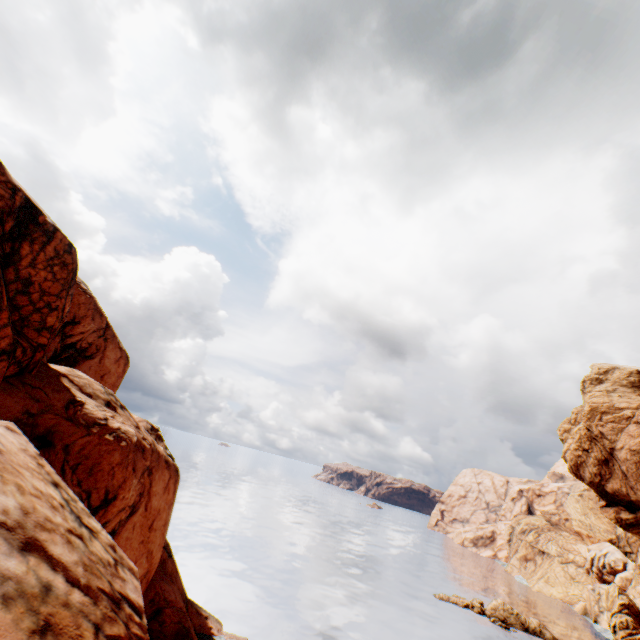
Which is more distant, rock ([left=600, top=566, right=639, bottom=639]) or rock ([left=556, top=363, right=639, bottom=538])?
rock ([left=600, top=566, right=639, bottom=639])

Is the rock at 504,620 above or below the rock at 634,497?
below

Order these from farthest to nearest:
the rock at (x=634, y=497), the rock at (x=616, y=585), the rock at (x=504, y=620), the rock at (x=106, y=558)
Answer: the rock at (x=616, y=585), the rock at (x=504, y=620), the rock at (x=634, y=497), the rock at (x=106, y=558)

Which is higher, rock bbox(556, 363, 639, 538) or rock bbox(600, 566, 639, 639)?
rock bbox(556, 363, 639, 538)

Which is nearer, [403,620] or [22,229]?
[22,229]

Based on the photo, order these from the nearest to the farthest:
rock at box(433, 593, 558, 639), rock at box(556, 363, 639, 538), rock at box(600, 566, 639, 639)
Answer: rock at box(556, 363, 639, 538) → rock at box(433, 593, 558, 639) → rock at box(600, 566, 639, 639)
